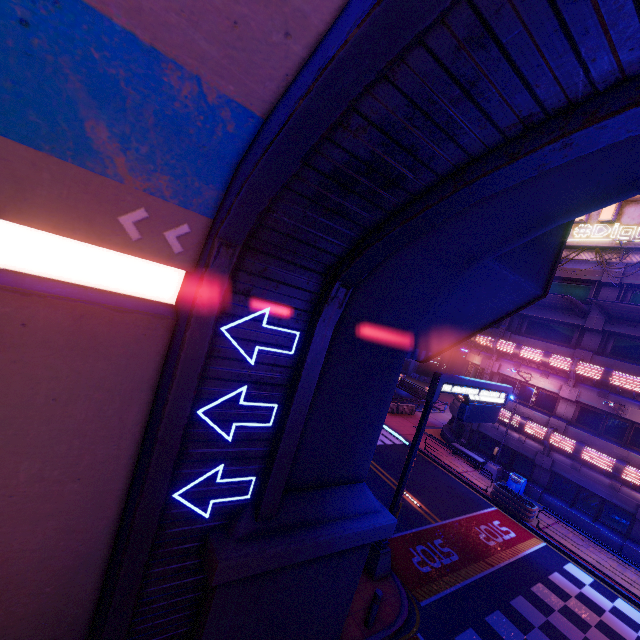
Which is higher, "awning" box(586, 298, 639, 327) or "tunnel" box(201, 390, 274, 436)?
"awning" box(586, 298, 639, 327)

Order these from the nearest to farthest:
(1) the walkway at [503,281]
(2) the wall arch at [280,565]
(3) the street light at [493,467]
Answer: (2) the wall arch at [280,565] → (1) the walkway at [503,281] → (3) the street light at [493,467]

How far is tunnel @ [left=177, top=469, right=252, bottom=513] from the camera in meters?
5.4 m

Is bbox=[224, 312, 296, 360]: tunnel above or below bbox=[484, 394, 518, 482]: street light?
above

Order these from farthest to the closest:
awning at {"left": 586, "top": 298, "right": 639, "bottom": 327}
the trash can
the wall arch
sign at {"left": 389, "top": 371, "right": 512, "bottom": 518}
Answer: the trash can
awning at {"left": 586, "top": 298, "right": 639, "bottom": 327}
sign at {"left": 389, "top": 371, "right": 512, "bottom": 518}
the wall arch

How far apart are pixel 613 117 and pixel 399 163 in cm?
192

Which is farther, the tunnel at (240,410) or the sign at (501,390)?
the sign at (501,390)

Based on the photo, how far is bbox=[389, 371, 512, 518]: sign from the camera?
10.8 meters
